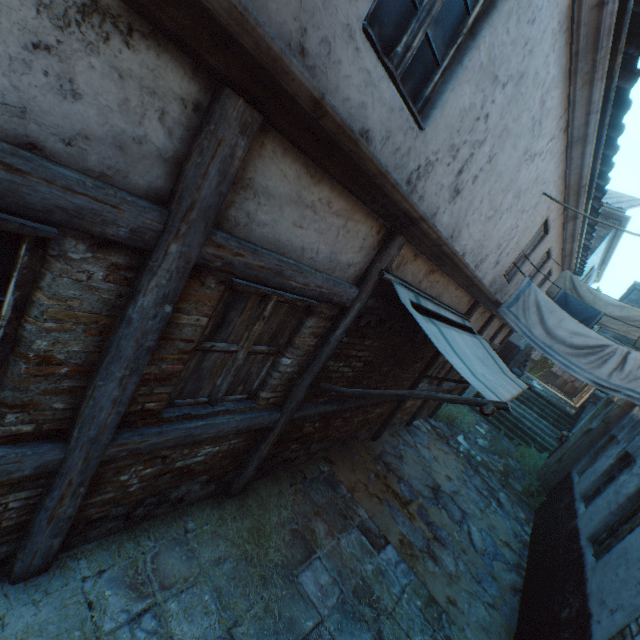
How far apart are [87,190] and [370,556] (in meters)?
5.18

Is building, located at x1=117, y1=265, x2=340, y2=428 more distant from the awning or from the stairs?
the stairs

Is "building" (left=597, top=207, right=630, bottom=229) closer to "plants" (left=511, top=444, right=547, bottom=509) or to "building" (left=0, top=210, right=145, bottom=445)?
"building" (left=0, top=210, right=145, bottom=445)

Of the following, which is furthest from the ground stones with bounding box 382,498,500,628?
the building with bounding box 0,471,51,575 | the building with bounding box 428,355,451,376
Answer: the building with bounding box 0,471,51,575

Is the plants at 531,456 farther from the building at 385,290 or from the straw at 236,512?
the straw at 236,512

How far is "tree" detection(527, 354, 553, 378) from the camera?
28.6 meters

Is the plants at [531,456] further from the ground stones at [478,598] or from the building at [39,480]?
the building at [39,480]

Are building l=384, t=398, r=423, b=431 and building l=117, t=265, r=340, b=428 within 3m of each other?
no
